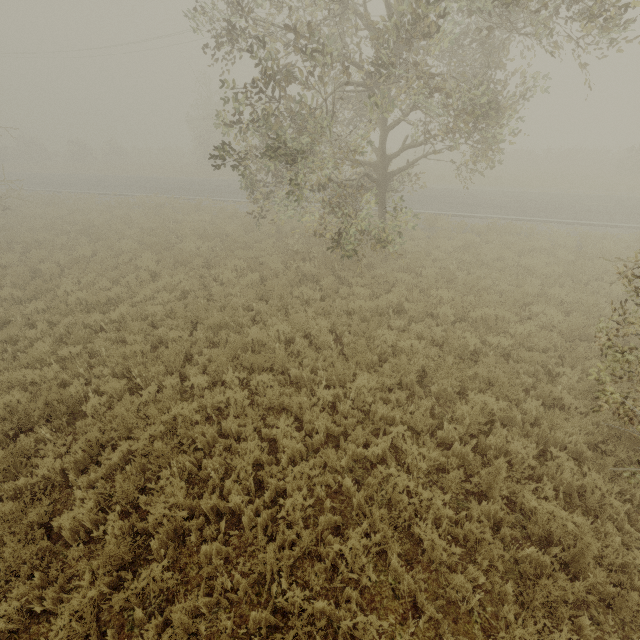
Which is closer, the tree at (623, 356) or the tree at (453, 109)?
the tree at (623, 356)

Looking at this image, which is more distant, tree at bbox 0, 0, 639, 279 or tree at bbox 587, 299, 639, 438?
tree at bbox 0, 0, 639, 279

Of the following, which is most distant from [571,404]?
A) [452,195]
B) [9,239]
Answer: [9,239]
